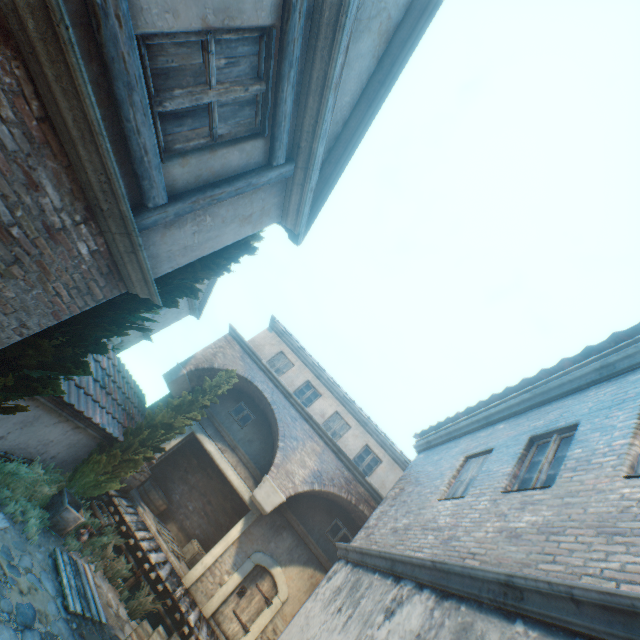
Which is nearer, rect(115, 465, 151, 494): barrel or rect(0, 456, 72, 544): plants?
rect(0, 456, 72, 544): plants

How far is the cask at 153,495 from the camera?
12.8 meters

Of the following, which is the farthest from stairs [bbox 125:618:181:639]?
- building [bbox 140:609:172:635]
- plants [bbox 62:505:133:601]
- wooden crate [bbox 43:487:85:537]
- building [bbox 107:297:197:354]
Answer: building [bbox 107:297:197:354]

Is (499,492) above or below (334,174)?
→ below

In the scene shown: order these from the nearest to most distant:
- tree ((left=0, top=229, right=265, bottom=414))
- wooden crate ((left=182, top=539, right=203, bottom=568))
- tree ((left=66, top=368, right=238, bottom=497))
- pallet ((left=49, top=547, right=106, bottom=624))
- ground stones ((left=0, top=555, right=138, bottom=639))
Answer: tree ((left=0, top=229, right=265, bottom=414)), ground stones ((left=0, top=555, right=138, bottom=639)), pallet ((left=49, top=547, right=106, bottom=624)), tree ((left=66, top=368, right=238, bottom=497)), wooden crate ((left=182, top=539, right=203, bottom=568))

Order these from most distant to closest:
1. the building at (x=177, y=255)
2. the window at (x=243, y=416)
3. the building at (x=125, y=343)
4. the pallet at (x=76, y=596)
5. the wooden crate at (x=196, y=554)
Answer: the building at (x=125, y=343)
the window at (x=243, y=416)
the wooden crate at (x=196, y=554)
the pallet at (x=76, y=596)
the building at (x=177, y=255)

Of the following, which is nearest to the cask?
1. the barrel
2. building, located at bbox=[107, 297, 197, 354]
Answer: the barrel

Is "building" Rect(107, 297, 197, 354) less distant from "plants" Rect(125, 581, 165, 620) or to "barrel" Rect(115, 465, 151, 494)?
"barrel" Rect(115, 465, 151, 494)
